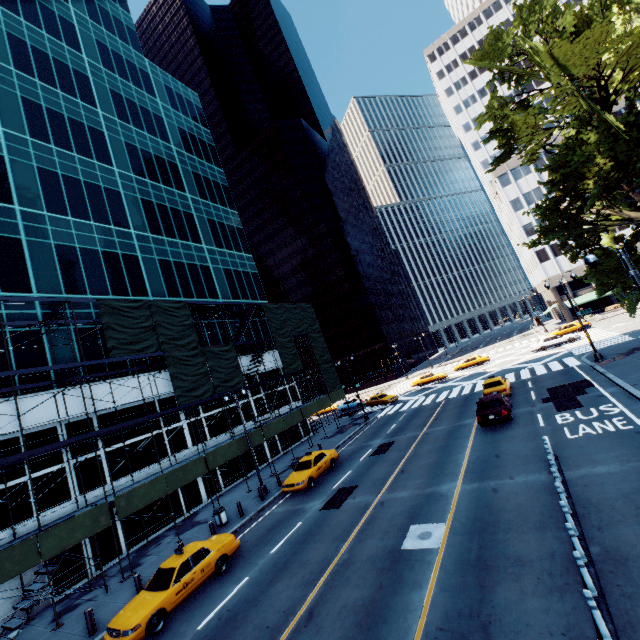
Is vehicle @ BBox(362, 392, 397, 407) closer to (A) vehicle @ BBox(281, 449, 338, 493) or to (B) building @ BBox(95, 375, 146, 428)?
(B) building @ BBox(95, 375, 146, 428)

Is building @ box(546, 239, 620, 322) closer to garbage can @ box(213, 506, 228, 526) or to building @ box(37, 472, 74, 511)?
building @ box(37, 472, 74, 511)

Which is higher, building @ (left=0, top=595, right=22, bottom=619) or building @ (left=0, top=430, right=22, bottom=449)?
building @ (left=0, top=430, right=22, bottom=449)

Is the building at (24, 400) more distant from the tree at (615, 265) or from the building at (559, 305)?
the building at (559, 305)

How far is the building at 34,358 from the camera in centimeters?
1914cm

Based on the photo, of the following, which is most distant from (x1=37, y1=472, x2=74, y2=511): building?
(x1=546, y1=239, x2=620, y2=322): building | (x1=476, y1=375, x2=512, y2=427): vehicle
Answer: (x1=546, y1=239, x2=620, y2=322): building

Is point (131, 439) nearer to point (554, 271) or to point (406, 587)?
point (406, 587)

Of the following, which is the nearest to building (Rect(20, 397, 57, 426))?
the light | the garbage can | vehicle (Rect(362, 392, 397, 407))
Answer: the garbage can
